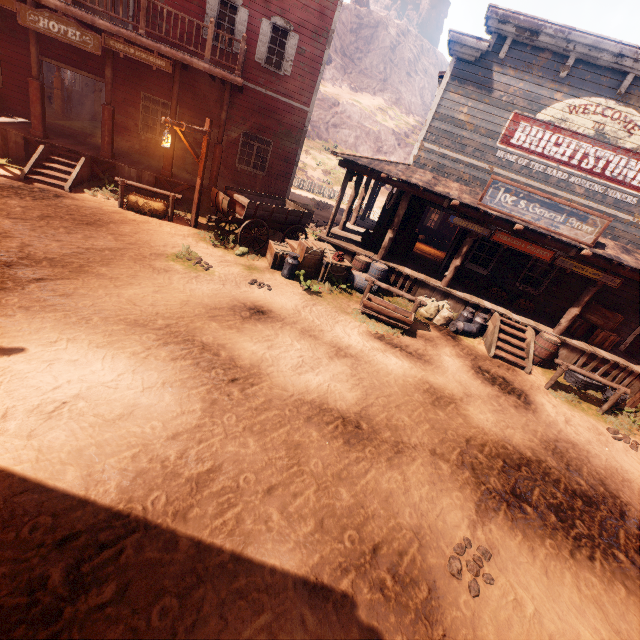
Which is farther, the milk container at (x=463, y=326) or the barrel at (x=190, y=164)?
the barrel at (x=190, y=164)

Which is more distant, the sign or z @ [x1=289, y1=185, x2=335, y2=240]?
z @ [x1=289, y1=185, x2=335, y2=240]

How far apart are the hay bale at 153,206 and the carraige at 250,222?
1.4 meters

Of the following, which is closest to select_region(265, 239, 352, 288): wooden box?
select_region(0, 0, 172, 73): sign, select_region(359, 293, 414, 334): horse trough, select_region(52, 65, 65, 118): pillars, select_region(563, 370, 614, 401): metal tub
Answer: select_region(359, 293, 414, 334): horse trough

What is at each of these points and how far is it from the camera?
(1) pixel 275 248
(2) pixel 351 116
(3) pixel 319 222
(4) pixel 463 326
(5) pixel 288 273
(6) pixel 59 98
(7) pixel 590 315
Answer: (1) wooden box, 10.16m
(2) z, 48.62m
(3) z, 19.48m
(4) milk container, 10.53m
(5) milk, 9.85m
(6) pillars, 14.99m
(7) wooden box, 11.16m

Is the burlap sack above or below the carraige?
below

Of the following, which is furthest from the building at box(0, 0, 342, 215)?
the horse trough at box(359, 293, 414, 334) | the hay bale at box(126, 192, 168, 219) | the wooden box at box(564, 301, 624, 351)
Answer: the horse trough at box(359, 293, 414, 334)

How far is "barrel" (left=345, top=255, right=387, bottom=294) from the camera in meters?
10.7
